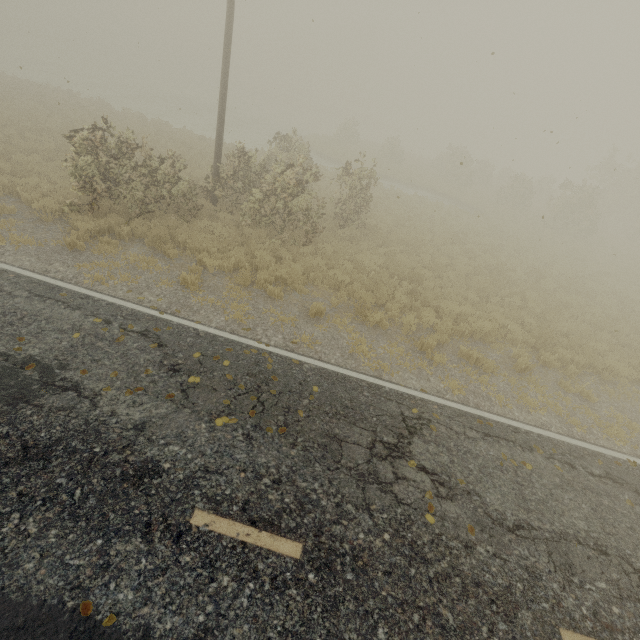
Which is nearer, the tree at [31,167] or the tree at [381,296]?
the tree at [381,296]

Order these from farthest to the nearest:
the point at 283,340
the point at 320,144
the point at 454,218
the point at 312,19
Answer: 1. the point at 320,144
2. the point at 454,218
3. the point at 312,19
4. the point at 283,340

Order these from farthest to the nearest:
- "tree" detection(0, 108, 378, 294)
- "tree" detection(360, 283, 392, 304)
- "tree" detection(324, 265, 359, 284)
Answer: "tree" detection(324, 265, 359, 284)
"tree" detection(0, 108, 378, 294)
"tree" detection(360, 283, 392, 304)

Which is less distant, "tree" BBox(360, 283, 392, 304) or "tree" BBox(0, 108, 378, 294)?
"tree" BBox(360, 283, 392, 304)

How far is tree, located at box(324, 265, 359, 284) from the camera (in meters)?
10.49
